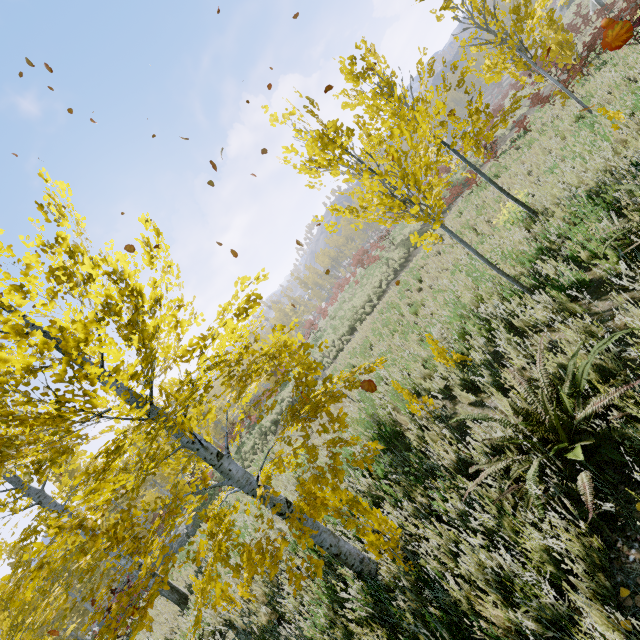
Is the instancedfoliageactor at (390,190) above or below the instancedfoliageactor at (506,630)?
above

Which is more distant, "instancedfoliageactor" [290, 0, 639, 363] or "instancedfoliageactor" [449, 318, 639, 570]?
"instancedfoliageactor" [290, 0, 639, 363]

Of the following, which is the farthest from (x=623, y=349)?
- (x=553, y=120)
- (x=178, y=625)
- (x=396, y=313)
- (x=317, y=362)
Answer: (x=553, y=120)

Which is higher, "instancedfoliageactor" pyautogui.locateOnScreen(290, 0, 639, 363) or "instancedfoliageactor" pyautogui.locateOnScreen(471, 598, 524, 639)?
"instancedfoliageactor" pyautogui.locateOnScreen(290, 0, 639, 363)

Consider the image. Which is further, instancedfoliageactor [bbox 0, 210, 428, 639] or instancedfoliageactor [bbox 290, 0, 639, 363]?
instancedfoliageactor [bbox 290, 0, 639, 363]

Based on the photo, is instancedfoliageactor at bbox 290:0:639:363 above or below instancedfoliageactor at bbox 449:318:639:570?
above

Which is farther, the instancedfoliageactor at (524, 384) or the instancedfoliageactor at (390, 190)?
the instancedfoliageactor at (390, 190)
